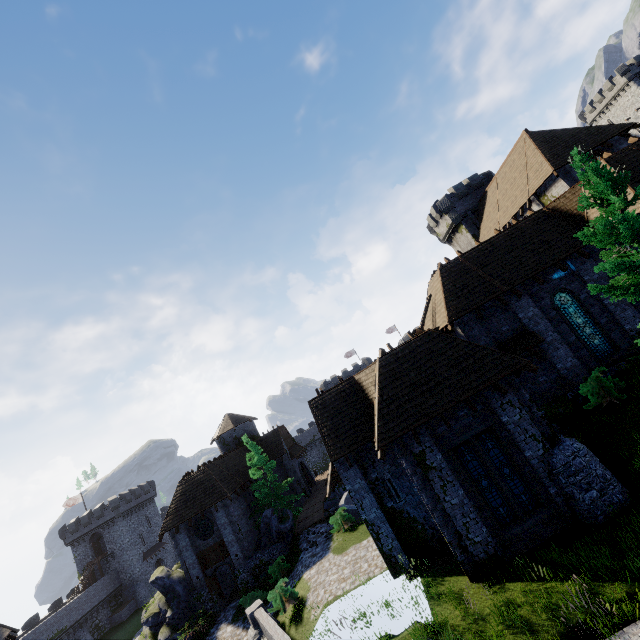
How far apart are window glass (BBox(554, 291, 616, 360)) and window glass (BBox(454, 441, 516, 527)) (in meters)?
8.59

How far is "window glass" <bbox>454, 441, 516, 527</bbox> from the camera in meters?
12.6

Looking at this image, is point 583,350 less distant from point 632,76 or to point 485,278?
point 485,278

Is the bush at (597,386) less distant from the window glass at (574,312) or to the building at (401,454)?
the building at (401,454)

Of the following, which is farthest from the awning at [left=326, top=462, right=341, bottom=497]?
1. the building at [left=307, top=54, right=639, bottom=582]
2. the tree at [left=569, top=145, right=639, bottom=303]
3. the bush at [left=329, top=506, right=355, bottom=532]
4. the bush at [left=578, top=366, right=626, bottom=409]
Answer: the tree at [left=569, top=145, right=639, bottom=303]

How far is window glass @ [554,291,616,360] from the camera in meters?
16.0 m

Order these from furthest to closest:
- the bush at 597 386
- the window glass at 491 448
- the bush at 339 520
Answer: the bush at 339 520
the bush at 597 386
the window glass at 491 448

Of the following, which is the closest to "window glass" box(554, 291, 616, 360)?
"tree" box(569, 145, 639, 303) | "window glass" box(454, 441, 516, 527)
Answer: "tree" box(569, 145, 639, 303)
